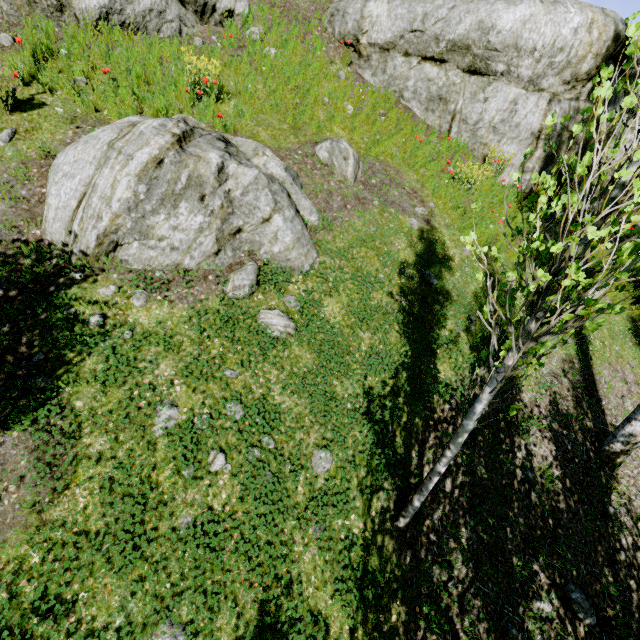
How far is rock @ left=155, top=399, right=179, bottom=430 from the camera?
3.5 meters

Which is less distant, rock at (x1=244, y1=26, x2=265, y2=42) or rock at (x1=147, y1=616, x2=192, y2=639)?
rock at (x1=147, y1=616, x2=192, y2=639)

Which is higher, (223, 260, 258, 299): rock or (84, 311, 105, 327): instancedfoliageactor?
(223, 260, 258, 299): rock

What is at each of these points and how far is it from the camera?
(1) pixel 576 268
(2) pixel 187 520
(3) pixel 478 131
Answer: (1) instancedfoliageactor, 2.04m
(2) rock, 3.21m
(3) rock, 8.74m

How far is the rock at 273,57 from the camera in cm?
750

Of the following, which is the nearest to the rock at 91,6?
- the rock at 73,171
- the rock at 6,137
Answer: the rock at 6,137

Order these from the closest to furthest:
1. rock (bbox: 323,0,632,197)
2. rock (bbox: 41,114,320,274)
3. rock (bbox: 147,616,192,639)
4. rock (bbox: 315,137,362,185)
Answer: rock (bbox: 147,616,192,639)
rock (bbox: 41,114,320,274)
rock (bbox: 315,137,362,185)
rock (bbox: 323,0,632,197)

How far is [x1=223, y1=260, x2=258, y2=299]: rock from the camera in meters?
4.5 m
